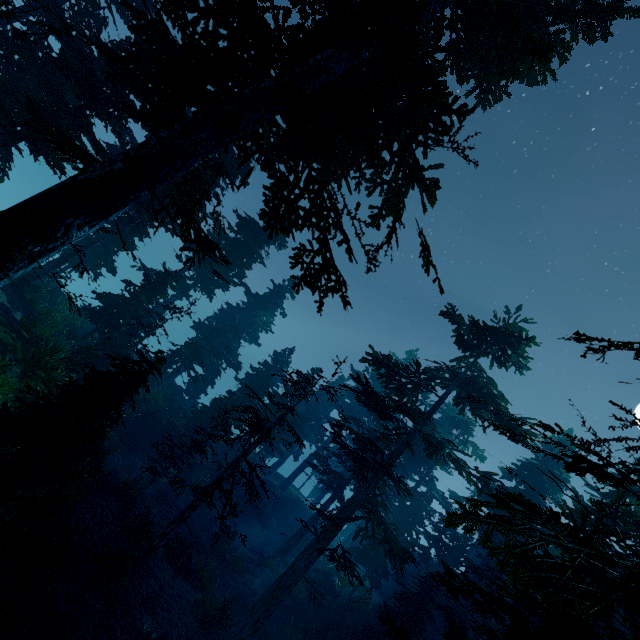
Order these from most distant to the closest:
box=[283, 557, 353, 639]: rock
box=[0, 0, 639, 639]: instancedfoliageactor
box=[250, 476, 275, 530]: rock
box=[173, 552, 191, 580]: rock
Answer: box=[250, 476, 275, 530]: rock → box=[283, 557, 353, 639]: rock → box=[173, 552, 191, 580]: rock → box=[0, 0, 639, 639]: instancedfoliageactor

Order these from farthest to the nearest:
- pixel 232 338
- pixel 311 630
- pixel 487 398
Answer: pixel 232 338, pixel 311 630, pixel 487 398

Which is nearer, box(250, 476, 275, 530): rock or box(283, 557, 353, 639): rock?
box(283, 557, 353, 639): rock

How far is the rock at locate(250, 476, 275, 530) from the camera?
29.5 meters

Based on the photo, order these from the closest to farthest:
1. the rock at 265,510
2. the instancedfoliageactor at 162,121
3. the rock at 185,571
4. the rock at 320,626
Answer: the instancedfoliageactor at 162,121 → the rock at 185,571 → the rock at 320,626 → the rock at 265,510

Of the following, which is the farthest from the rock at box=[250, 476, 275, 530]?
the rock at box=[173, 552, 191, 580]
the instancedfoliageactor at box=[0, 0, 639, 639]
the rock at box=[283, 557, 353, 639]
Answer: the rock at box=[173, 552, 191, 580]

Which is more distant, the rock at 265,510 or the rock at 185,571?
the rock at 265,510
